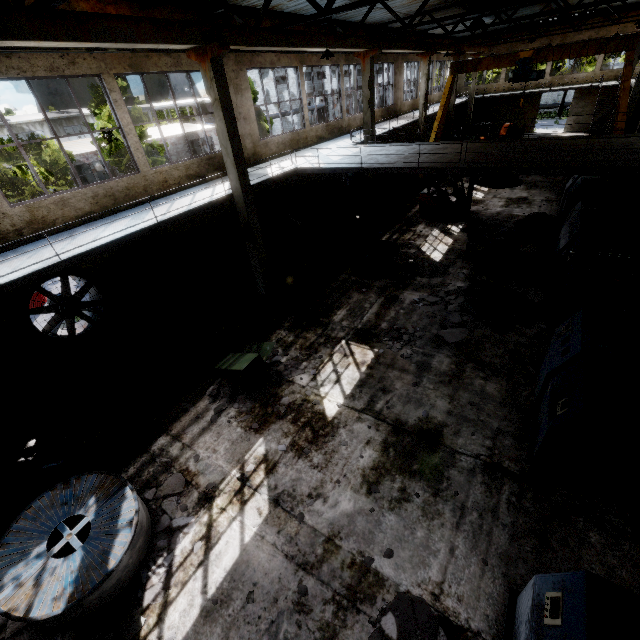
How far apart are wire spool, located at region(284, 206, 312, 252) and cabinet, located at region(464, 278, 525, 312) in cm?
738

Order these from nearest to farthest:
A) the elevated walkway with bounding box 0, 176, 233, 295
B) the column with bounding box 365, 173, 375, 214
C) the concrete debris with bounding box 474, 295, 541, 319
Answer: the elevated walkway with bounding box 0, 176, 233, 295 < the concrete debris with bounding box 474, 295, 541, 319 < the column with bounding box 365, 173, 375, 214

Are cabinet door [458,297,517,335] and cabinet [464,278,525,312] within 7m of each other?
yes

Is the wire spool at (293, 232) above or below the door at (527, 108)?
below

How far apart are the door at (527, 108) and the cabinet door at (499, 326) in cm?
3730

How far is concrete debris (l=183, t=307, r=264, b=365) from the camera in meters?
10.5 m

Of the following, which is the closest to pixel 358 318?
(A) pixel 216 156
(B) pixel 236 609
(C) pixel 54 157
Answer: (B) pixel 236 609

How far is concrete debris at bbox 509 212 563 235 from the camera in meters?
15.0 m
